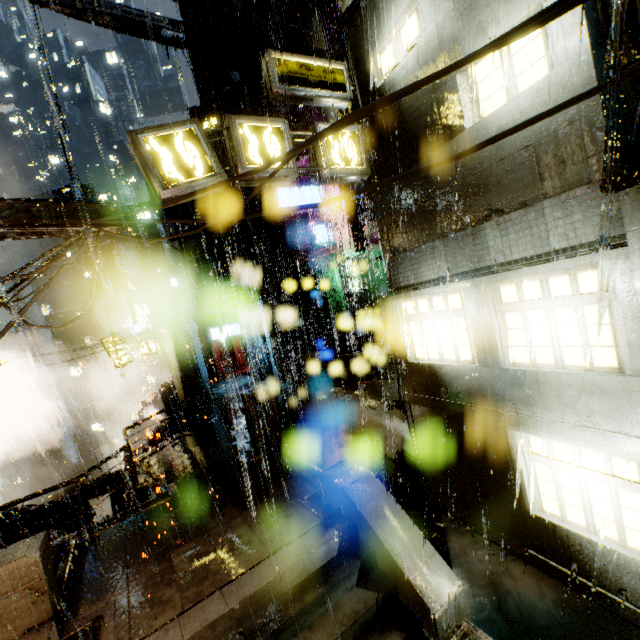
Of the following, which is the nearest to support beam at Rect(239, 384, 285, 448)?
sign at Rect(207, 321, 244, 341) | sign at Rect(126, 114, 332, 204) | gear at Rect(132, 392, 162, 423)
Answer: sign at Rect(126, 114, 332, 204)

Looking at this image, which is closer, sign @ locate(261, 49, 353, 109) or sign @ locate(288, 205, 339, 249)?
sign @ locate(261, 49, 353, 109)

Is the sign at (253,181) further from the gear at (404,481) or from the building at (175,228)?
the gear at (404,481)

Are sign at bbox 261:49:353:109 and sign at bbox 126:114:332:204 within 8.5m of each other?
yes

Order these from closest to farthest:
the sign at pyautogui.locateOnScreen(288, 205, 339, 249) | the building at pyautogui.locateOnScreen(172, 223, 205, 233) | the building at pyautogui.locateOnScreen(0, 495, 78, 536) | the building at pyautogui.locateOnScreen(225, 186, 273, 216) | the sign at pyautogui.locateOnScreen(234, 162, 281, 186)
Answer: the sign at pyautogui.locateOnScreen(234, 162, 281, 186) → the building at pyautogui.locateOnScreen(0, 495, 78, 536) → the sign at pyautogui.locateOnScreen(288, 205, 339, 249) → the building at pyautogui.locateOnScreen(225, 186, 273, 216) → the building at pyautogui.locateOnScreen(172, 223, 205, 233)

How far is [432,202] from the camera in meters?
7.3 m

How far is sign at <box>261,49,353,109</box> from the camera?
7.6 meters

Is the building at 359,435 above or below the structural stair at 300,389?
below
